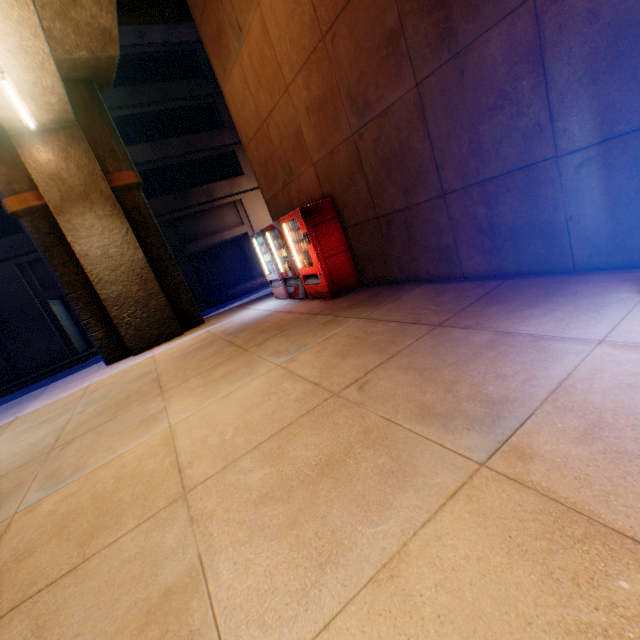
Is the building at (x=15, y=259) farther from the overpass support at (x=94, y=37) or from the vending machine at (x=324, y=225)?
the vending machine at (x=324, y=225)

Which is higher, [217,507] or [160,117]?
[160,117]

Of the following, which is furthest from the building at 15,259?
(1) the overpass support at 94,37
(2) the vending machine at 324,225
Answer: (2) the vending machine at 324,225

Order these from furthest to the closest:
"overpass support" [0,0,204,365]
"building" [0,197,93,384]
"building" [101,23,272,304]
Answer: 1. "building" [101,23,272,304]
2. "building" [0,197,93,384]
3. "overpass support" [0,0,204,365]

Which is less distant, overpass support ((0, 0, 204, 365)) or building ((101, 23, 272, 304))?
overpass support ((0, 0, 204, 365))

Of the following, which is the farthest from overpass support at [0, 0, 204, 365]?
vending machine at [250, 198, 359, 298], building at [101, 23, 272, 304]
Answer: building at [101, 23, 272, 304]

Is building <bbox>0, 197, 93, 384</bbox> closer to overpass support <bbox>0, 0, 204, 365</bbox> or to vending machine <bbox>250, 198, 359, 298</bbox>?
overpass support <bbox>0, 0, 204, 365</bbox>
